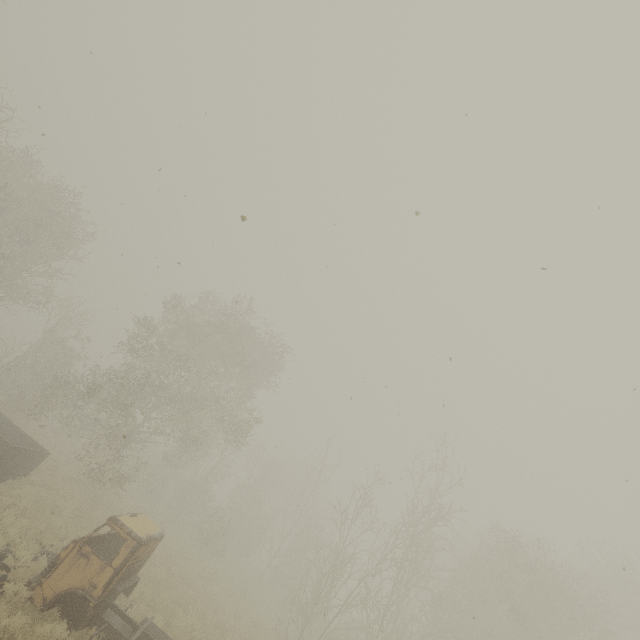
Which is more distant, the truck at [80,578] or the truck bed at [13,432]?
the truck bed at [13,432]

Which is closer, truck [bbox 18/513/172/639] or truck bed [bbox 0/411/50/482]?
truck [bbox 18/513/172/639]

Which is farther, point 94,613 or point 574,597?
point 574,597
